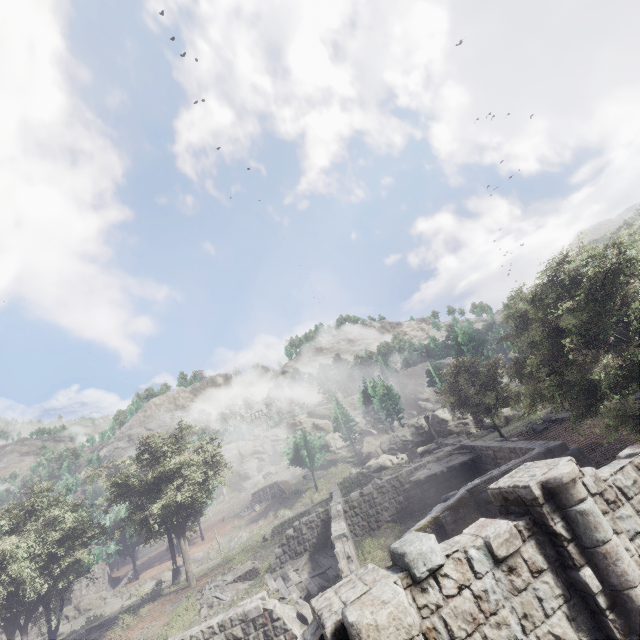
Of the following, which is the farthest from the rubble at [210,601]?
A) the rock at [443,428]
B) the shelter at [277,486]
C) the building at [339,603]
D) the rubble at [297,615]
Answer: the shelter at [277,486]

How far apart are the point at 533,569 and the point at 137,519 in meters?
59.2

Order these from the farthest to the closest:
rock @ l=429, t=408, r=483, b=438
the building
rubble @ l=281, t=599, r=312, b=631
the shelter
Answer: the shelter
rock @ l=429, t=408, r=483, b=438
rubble @ l=281, t=599, r=312, b=631
the building

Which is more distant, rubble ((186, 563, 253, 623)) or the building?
rubble ((186, 563, 253, 623))

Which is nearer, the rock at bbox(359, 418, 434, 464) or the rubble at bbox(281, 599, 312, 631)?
the rubble at bbox(281, 599, 312, 631)

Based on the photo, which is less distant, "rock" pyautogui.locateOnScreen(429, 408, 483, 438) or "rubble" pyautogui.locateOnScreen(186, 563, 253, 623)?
Answer: "rubble" pyautogui.locateOnScreen(186, 563, 253, 623)

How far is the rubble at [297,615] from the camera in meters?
12.5 m

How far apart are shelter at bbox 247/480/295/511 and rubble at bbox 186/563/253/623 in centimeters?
3504cm
